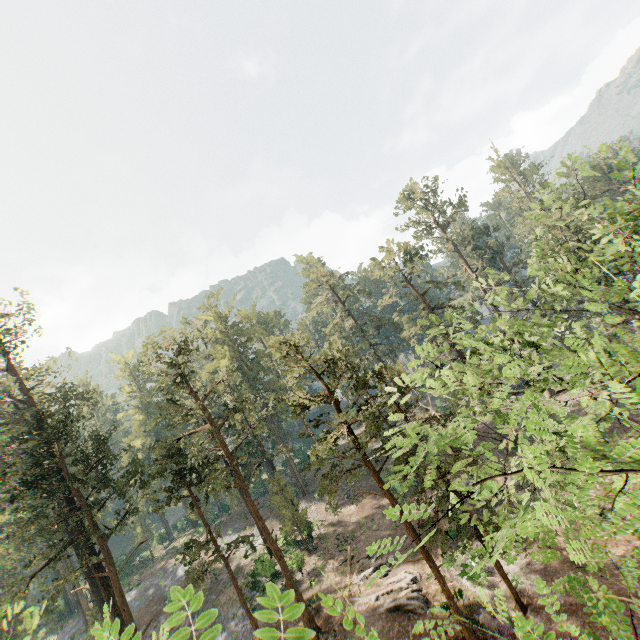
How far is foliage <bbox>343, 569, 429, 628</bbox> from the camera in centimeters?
1994cm

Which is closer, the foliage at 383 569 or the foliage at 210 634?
the foliage at 210 634

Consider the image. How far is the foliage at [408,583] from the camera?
19.9m

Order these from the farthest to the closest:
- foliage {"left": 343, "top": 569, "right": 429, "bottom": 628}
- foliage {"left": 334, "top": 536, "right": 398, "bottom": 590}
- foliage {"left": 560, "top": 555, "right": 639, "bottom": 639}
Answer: foliage {"left": 343, "top": 569, "right": 429, "bottom": 628}, foliage {"left": 334, "top": 536, "right": 398, "bottom": 590}, foliage {"left": 560, "top": 555, "right": 639, "bottom": 639}

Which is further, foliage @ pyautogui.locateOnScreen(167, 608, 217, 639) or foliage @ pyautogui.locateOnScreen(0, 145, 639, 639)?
foliage @ pyautogui.locateOnScreen(0, 145, 639, 639)

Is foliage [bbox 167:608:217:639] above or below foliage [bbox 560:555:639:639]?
above

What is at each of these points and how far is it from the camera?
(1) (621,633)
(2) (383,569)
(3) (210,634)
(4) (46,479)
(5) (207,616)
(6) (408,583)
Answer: (1) foliage, 2.8m
(2) foliage, 3.4m
(3) foliage, 1.9m
(4) foliage, 24.9m
(5) foliage, 2.0m
(6) foliage, 24.2m
